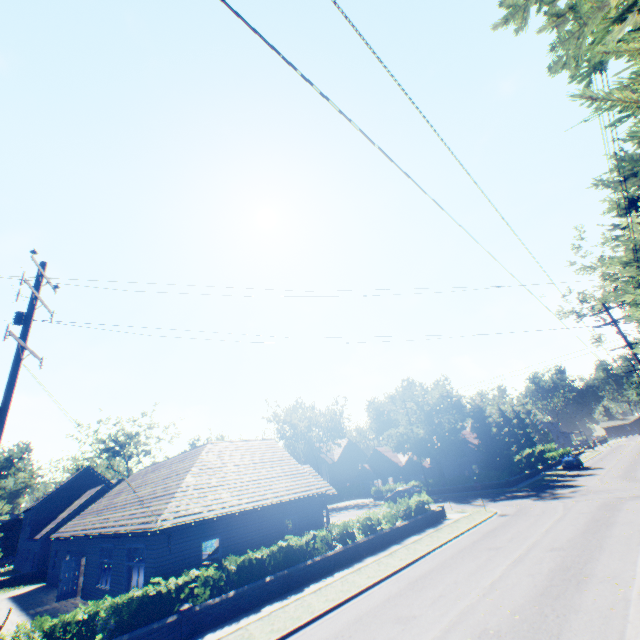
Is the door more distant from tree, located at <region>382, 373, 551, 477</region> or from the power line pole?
the power line pole

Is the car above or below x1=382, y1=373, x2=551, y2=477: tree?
below

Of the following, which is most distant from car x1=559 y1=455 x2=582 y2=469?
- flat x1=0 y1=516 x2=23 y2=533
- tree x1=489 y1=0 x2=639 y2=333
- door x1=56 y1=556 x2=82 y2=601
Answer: flat x1=0 y1=516 x2=23 y2=533

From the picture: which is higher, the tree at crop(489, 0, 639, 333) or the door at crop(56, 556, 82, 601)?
the tree at crop(489, 0, 639, 333)

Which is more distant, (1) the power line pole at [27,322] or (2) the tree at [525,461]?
(2) the tree at [525,461]

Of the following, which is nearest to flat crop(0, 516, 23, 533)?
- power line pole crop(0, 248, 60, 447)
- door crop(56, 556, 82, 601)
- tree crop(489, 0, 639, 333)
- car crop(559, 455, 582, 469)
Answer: tree crop(489, 0, 639, 333)

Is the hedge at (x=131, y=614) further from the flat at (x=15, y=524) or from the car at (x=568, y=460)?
the flat at (x=15, y=524)

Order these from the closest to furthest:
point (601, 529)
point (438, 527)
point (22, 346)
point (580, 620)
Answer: point (580, 620)
point (22, 346)
point (601, 529)
point (438, 527)
